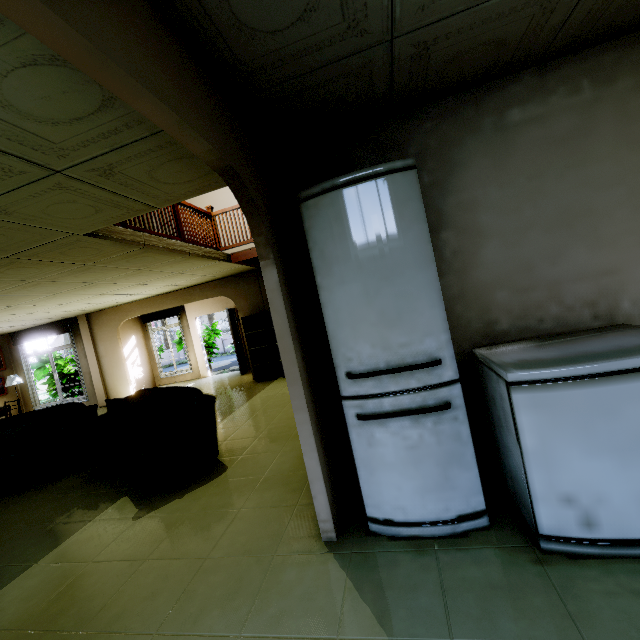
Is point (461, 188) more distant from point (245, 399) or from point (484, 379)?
point (245, 399)

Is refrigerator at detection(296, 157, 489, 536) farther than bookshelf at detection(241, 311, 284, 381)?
No

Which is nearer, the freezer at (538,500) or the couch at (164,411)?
the freezer at (538,500)

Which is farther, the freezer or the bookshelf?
the bookshelf

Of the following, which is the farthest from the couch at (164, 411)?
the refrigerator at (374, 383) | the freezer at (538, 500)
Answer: the freezer at (538, 500)

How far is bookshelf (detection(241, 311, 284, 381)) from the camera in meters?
7.9

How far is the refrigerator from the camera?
1.8m

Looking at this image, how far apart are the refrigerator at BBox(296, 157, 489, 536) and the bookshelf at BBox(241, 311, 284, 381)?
5.6 meters
